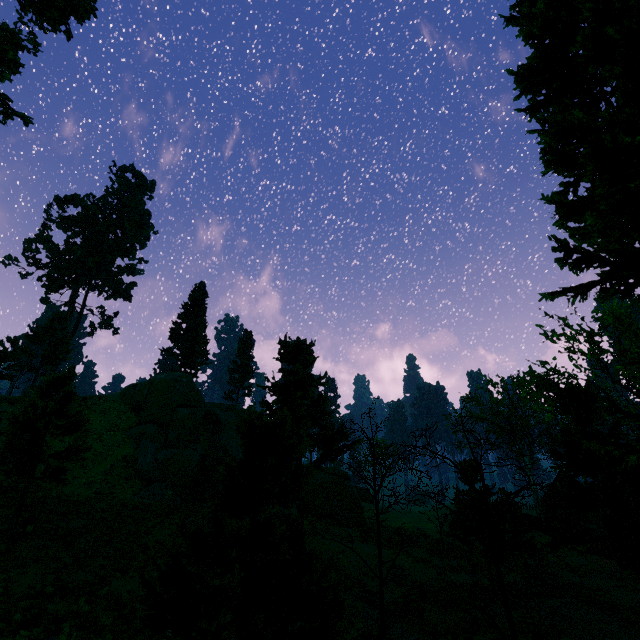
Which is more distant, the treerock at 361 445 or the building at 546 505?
the building at 546 505

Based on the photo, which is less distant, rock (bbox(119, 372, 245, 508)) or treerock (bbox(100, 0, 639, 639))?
treerock (bbox(100, 0, 639, 639))

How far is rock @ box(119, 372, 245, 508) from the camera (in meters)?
22.78

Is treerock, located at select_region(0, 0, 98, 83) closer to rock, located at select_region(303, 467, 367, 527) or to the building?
the building

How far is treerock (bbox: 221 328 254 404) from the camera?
52.8 meters

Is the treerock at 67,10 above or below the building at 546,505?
above

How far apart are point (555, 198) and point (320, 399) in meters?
14.7
